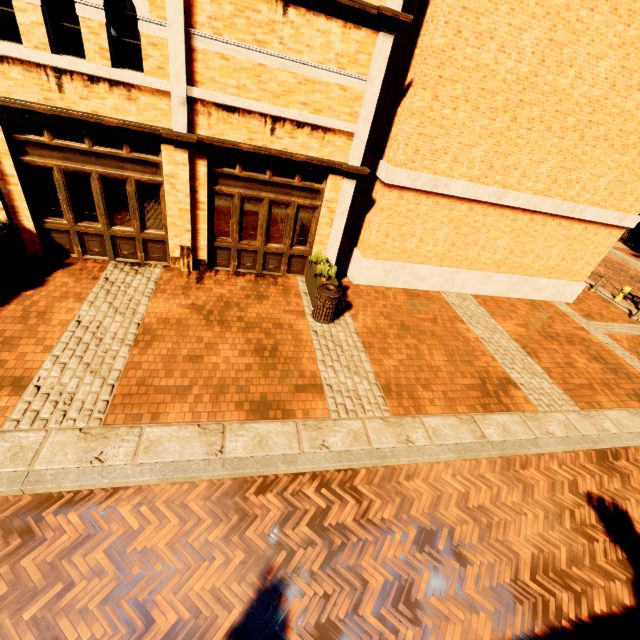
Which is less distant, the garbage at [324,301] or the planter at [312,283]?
the garbage at [324,301]

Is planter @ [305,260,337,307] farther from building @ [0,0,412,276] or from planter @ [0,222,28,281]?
planter @ [0,222,28,281]

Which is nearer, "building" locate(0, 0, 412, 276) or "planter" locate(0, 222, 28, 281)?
"building" locate(0, 0, 412, 276)

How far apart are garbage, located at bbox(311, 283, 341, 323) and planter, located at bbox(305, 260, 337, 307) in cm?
8

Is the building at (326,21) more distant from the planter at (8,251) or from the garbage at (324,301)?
the garbage at (324,301)

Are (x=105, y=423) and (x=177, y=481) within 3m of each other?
yes

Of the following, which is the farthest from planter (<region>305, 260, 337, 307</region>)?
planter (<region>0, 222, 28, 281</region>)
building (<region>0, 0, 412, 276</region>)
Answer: planter (<region>0, 222, 28, 281</region>)

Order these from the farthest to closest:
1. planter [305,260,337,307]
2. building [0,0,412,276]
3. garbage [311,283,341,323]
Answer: planter [305,260,337,307] < garbage [311,283,341,323] < building [0,0,412,276]
